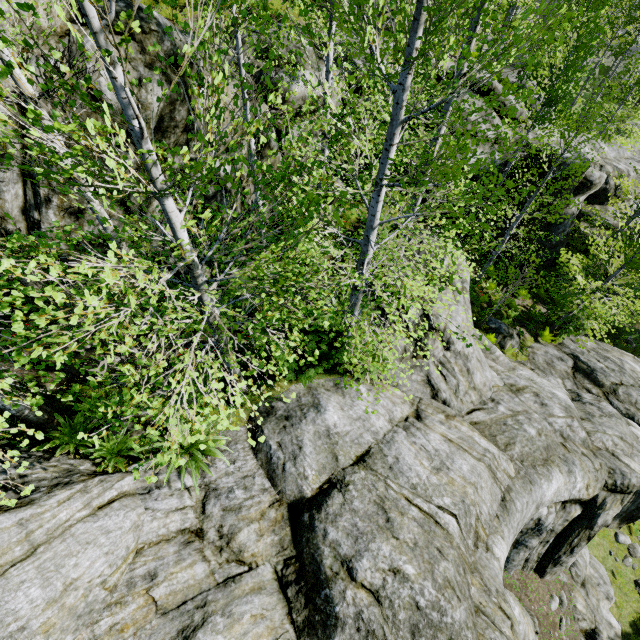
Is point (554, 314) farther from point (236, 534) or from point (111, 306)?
point (111, 306)

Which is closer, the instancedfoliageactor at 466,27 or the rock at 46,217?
the instancedfoliageactor at 466,27

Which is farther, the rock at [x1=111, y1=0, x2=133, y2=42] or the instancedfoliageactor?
the rock at [x1=111, y1=0, x2=133, y2=42]

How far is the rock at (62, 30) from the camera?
5.91m

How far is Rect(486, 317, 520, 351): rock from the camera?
14.2 meters

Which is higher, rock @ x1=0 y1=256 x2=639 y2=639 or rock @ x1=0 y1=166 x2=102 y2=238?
rock @ x1=0 y1=166 x2=102 y2=238
